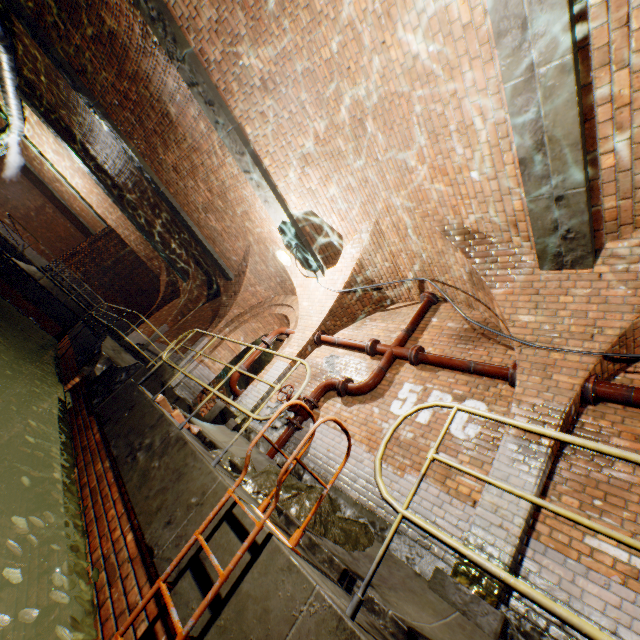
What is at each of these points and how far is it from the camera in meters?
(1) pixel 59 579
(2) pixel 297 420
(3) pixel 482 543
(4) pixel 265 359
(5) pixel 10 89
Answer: (1) leaves, 2.4
(2) valve, 5.9
(3) support arch, 3.2
(4) building tunnel, 16.8
(5) pipe, 11.3

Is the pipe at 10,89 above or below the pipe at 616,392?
above

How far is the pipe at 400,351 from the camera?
5.7 meters

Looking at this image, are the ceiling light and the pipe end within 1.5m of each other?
no

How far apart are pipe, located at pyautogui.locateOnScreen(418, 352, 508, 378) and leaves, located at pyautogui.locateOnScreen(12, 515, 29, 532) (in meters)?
5.05

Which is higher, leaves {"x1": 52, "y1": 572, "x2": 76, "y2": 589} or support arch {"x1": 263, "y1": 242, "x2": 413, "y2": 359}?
support arch {"x1": 263, "y1": 242, "x2": 413, "y2": 359}

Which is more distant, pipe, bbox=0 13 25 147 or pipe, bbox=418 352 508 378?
pipe, bbox=0 13 25 147

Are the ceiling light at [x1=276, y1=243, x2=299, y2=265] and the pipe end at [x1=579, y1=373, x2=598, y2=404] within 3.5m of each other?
no
